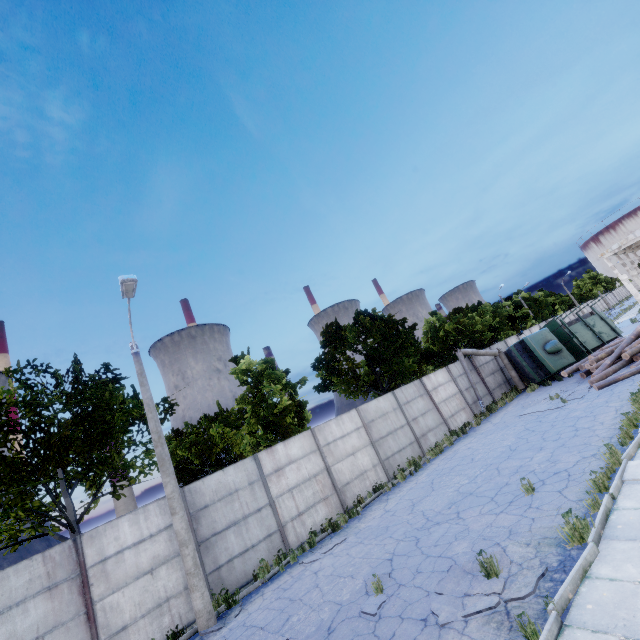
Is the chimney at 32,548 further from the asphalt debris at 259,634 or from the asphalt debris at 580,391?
the asphalt debris at 580,391

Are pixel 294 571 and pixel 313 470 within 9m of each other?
yes

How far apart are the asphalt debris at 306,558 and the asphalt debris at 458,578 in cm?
501

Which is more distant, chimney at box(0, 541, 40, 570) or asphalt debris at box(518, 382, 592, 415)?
chimney at box(0, 541, 40, 570)

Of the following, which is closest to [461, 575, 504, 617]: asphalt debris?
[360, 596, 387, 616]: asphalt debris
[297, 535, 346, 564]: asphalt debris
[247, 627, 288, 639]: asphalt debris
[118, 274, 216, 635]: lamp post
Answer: [360, 596, 387, 616]: asphalt debris

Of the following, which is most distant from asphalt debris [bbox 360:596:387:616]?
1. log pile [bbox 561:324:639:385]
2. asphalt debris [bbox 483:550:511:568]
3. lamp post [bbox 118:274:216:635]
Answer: log pile [bbox 561:324:639:385]

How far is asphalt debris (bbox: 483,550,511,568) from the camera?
5.98m

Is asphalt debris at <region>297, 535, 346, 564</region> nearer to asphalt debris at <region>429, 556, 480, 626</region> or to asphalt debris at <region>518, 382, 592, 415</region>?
asphalt debris at <region>429, 556, 480, 626</region>
